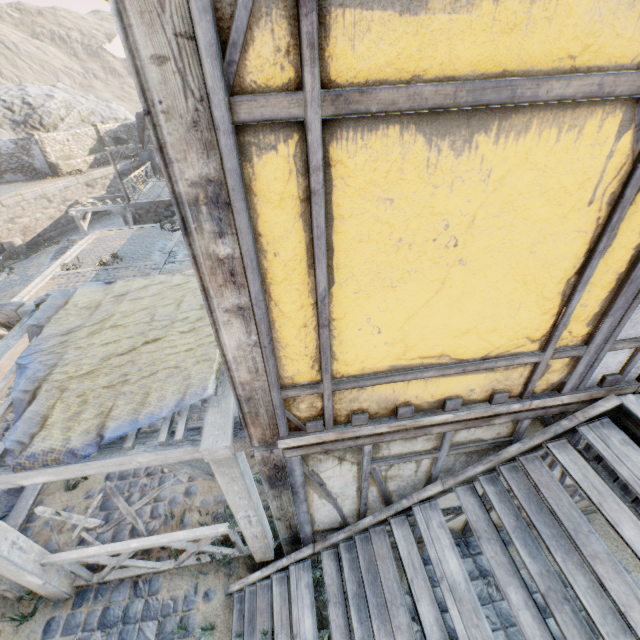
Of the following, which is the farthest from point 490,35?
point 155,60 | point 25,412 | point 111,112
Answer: point 111,112

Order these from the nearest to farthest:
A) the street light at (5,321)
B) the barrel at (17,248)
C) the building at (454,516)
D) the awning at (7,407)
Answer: the awning at (7,407) < the building at (454,516) < the street light at (5,321) < the barrel at (17,248)

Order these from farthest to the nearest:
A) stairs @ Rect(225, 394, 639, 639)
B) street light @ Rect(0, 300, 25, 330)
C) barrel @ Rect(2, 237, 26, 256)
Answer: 1. barrel @ Rect(2, 237, 26, 256)
2. street light @ Rect(0, 300, 25, 330)
3. stairs @ Rect(225, 394, 639, 639)

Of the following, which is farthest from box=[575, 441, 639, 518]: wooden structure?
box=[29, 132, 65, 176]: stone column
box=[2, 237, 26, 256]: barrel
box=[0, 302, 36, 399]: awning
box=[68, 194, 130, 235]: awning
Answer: box=[29, 132, 65, 176]: stone column

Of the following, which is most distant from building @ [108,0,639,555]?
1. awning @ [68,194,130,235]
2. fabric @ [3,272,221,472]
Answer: awning @ [68,194,130,235]

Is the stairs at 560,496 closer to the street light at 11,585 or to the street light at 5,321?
the street light at 11,585

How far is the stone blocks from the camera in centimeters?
512cm

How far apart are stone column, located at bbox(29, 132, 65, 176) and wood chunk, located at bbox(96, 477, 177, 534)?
31.6m
